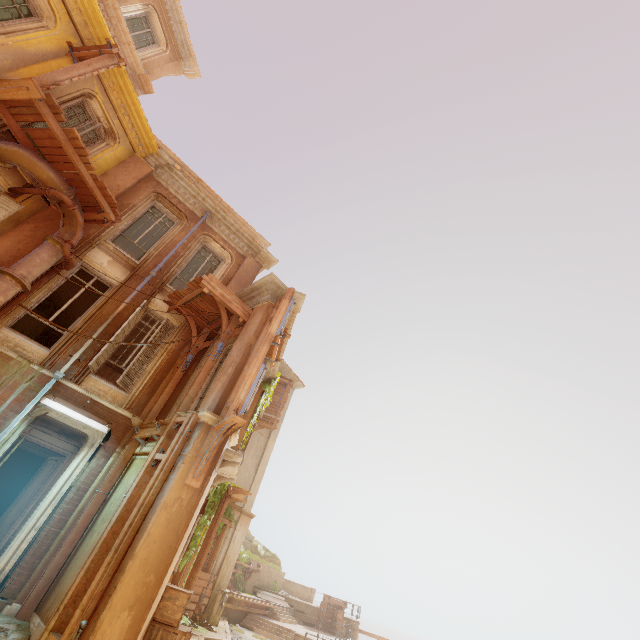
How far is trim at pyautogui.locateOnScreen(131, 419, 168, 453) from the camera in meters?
7.7 m

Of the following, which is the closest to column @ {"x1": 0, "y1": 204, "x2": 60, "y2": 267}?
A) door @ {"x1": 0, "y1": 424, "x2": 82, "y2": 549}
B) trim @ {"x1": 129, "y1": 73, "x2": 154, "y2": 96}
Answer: door @ {"x1": 0, "y1": 424, "x2": 82, "y2": 549}

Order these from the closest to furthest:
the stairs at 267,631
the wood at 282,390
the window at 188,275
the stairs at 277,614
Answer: the window at 188,275
the stairs at 267,631
the wood at 282,390
the stairs at 277,614

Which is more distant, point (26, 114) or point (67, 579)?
point (26, 114)

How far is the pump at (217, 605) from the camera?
14.3m

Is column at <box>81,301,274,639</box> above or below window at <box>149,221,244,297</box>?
below

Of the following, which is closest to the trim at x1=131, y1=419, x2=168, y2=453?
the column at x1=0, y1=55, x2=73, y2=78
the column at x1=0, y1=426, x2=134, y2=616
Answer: the column at x1=0, y1=426, x2=134, y2=616

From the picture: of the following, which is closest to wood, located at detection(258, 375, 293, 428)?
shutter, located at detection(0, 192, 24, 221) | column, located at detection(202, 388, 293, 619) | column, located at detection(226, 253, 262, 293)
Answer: column, located at detection(202, 388, 293, 619)
